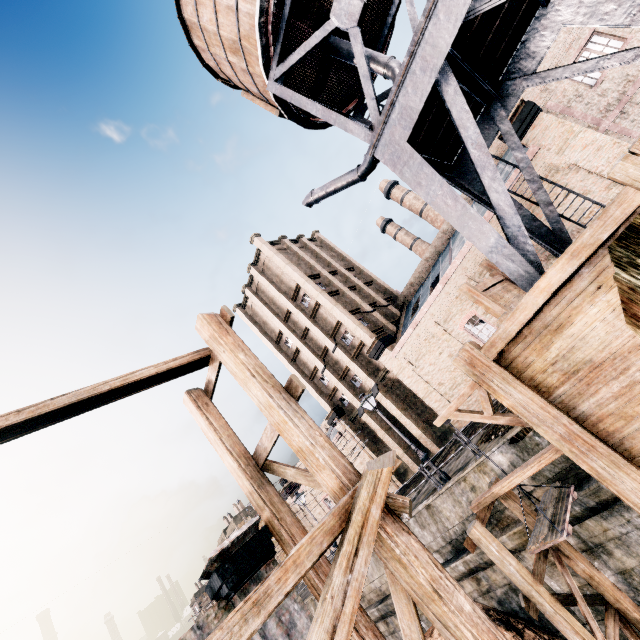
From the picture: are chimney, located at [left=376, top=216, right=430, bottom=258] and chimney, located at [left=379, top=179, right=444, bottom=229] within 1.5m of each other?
no

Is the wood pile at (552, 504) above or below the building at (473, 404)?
below

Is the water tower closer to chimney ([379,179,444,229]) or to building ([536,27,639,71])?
building ([536,27,639,71])

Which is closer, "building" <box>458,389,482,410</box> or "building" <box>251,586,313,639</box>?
"building" <box>251,586,313,639</box>

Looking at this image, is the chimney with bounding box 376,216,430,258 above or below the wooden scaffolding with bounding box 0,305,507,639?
above

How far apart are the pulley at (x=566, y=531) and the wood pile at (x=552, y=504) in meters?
0.0

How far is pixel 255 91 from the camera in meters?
15.9 m

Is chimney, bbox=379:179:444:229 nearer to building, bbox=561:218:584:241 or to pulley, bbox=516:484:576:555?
building, bbox=561:218:584:241
